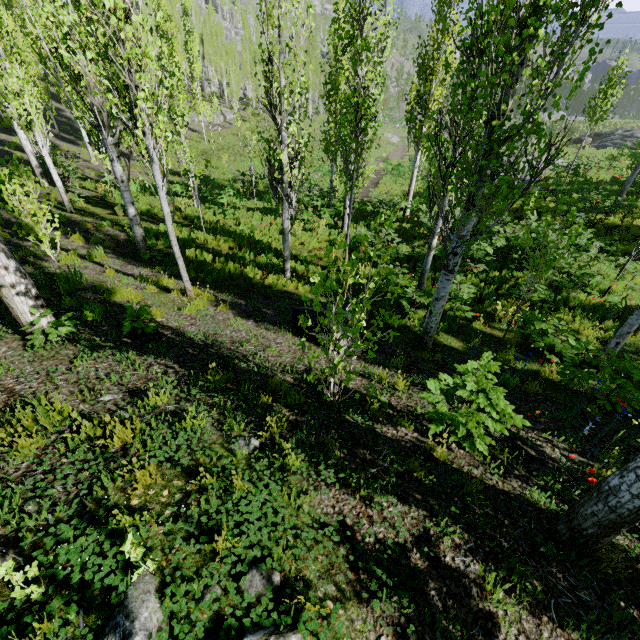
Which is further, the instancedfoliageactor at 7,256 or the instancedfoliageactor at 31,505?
the instancedfoliageactor at 7,256

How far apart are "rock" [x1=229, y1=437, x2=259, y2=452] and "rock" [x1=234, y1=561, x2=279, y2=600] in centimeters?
88cm

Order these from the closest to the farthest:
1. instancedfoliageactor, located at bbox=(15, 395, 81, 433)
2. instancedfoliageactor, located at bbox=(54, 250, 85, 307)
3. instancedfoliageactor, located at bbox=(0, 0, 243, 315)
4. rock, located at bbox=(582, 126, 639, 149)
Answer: instancedfoliageactor, located at bbox=(15, 395, 81, 433)
instancedfoliageactor, located at bbox=(0, 0, 243, 315)
instancedfoliageactor, located at bbox=(54, 250, 85, 307)
rock, located at bbox=(582, 126, 639, 149)

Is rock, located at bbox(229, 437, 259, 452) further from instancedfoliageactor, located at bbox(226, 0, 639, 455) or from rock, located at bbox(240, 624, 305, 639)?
rock, located at bbox(240, 624, 305, 639)

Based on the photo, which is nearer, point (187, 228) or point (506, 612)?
point (506, 612)

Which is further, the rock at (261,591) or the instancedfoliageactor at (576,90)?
the instancedfoliageactor at (576,90)

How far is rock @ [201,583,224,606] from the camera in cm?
210

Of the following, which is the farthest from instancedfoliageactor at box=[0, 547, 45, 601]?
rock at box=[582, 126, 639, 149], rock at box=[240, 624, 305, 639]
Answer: rock at box=[582, 126, 639, 149]
